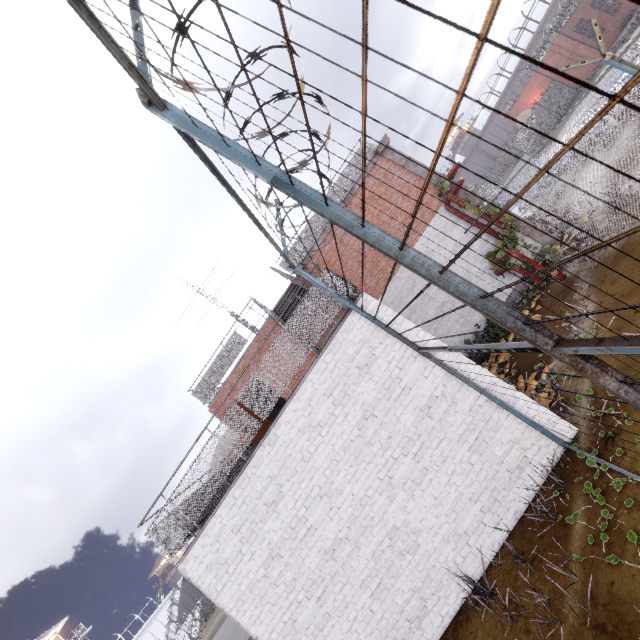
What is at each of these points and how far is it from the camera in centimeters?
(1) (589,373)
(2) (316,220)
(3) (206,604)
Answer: (1) fence, 158cm
(2) metal railing, 1246cm
(3) fence, 5656cm

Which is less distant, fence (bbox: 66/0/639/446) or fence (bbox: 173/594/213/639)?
fence (bbox: 66/0/639/446)

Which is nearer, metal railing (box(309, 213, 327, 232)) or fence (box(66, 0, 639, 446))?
fence (box(66, 0, 639, 446))

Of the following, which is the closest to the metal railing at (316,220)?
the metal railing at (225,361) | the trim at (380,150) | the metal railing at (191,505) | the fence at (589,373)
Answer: the trim at (380,150)

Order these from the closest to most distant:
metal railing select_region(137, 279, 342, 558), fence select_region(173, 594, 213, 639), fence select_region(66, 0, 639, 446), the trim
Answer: fence select_region(66, 0, 639, 446) → metal railing select_region(137, 279, 342, 558) → the trim → fence select_region(173, 594, 213, 639)

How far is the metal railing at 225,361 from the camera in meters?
12.3 m

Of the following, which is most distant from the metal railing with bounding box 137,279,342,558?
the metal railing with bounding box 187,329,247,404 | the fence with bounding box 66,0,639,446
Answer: the metal railing with bounding box 187,329,247,404
